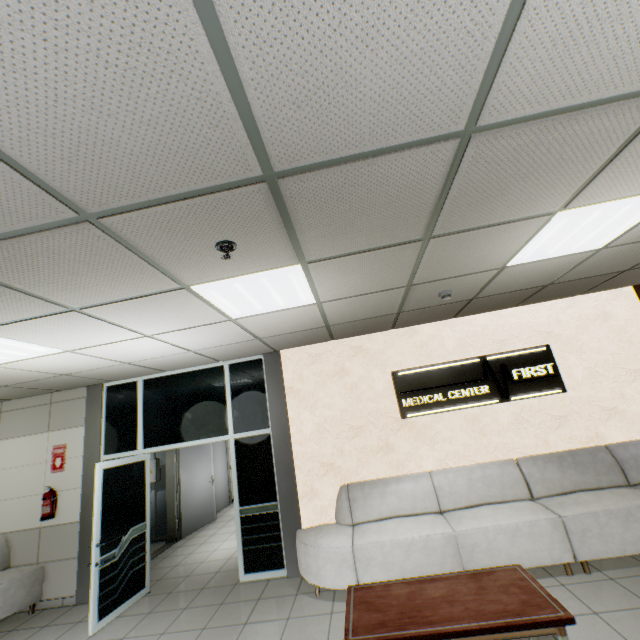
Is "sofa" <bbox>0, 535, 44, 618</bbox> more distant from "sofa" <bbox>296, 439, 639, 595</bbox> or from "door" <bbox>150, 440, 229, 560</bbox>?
"sofa" <bbox>296, 439, 639, 595</bbox>

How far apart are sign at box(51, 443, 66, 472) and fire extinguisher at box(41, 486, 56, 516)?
0.3 meters

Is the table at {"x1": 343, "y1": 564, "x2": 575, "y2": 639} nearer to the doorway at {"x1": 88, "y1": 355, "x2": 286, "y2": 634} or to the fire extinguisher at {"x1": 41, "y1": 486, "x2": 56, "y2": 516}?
the doorway at {"x1": 88, "y1": 355, "x2": 286, "y2": 634}

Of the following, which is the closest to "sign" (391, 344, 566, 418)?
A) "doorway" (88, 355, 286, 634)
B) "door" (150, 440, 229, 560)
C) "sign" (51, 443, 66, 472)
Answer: "doorway" (88, 355, 286, 634)

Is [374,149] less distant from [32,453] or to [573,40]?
[573,40]

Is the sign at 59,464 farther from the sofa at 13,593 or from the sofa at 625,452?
the sofa at 625,452

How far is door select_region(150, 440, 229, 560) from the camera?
7.19m

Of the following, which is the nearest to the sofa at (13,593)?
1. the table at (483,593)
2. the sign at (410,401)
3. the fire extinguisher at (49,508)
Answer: the fire extinguisher at (49,508)
